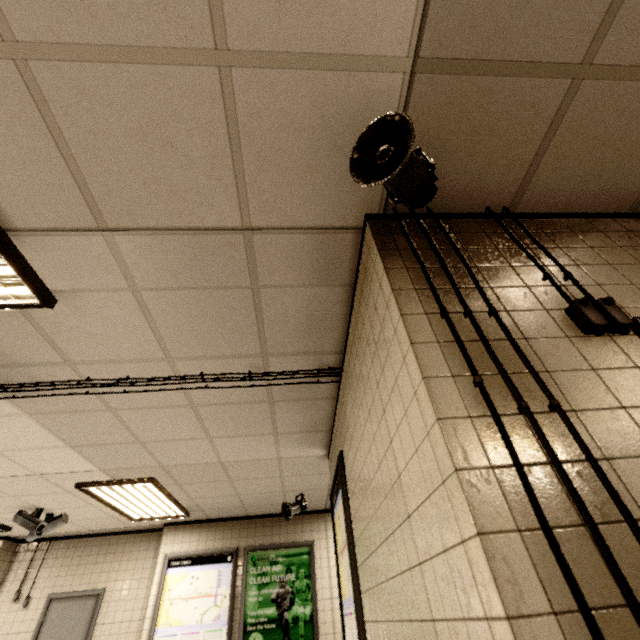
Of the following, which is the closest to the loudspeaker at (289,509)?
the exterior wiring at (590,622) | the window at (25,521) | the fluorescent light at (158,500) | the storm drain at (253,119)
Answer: the storm drain at (253,119)

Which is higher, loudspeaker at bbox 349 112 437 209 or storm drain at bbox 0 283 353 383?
storm drain at bbox 0 283 353 383

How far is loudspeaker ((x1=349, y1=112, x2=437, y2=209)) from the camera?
1.3m

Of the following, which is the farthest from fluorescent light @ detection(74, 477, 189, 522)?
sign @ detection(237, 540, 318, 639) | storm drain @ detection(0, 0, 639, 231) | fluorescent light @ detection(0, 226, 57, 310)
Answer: fluorescent light @ detection(0, 226, 57, 310)

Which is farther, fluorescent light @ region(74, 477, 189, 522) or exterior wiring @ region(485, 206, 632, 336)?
fluorescent light @ region(74, 477, 189, 522)

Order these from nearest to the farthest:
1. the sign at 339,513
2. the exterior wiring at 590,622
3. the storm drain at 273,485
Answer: the exterior wiring at 590,622 < the sign at 339,513 < the storm drain at 273,485

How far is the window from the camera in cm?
473

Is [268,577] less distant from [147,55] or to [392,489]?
[392,489]
